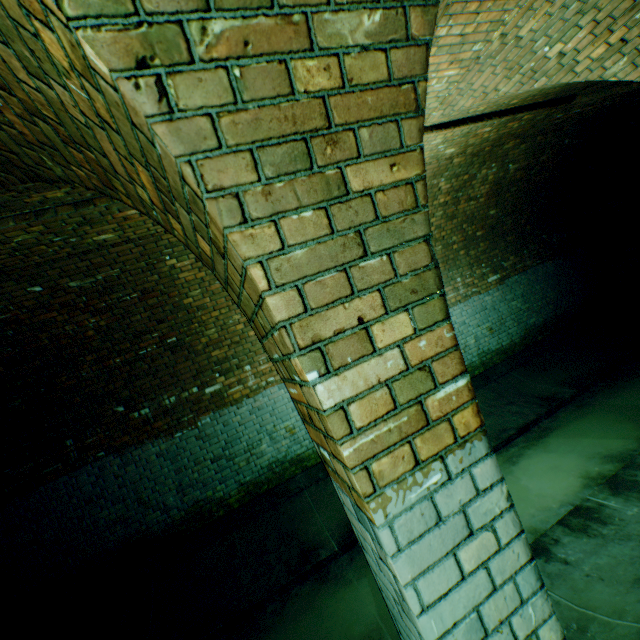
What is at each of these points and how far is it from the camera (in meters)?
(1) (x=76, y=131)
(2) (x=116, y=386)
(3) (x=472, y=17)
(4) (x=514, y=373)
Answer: (1) support arch, 1.19
(2) building tunnel, 5.02
(3) building tunnel, 2.73
(4) building tunnel, 6.99

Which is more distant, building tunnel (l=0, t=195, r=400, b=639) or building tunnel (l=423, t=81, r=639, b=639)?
building tunnel (l=0, t=195, r=400, b=639)

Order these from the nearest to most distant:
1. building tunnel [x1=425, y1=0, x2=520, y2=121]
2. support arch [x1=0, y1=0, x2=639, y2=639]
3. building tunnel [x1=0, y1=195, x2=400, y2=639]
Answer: support arch [x1=0, y1=0, x2=639, y2=639] → building tunnel [x1=425, y1=0, x2=520, y2=121] → building tunnel [x1=0, y1=195, x2=400, y2=639]

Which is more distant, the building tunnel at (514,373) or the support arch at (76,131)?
the building tunnel at (514,373)

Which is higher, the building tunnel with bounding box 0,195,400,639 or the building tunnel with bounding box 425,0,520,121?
the building tunnel with bounding box 425,0,520,121

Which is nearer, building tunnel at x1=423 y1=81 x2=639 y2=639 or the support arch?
the support arch

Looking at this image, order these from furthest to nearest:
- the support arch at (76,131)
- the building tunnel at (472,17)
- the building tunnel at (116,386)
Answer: the building tunnel at (116,386)
the building tunnel at (472,17)
the support arch at (76,131)
